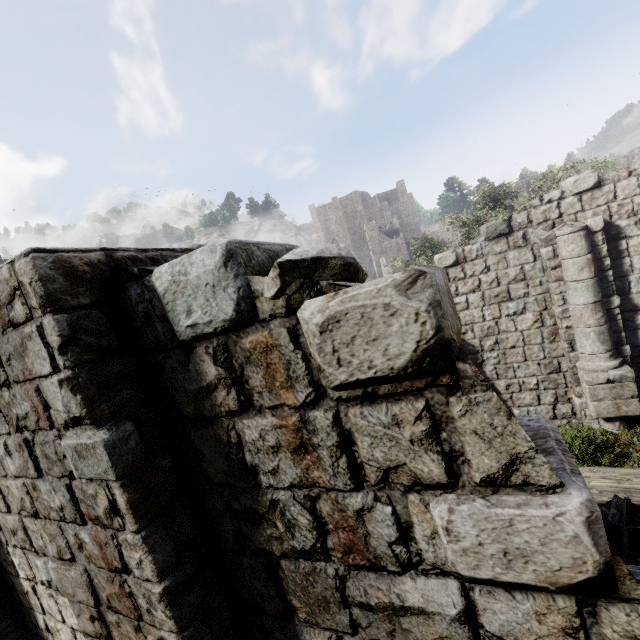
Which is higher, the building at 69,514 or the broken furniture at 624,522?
the building at 69,514

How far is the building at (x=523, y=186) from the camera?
40.59m

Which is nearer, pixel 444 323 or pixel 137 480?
pixel 444 323

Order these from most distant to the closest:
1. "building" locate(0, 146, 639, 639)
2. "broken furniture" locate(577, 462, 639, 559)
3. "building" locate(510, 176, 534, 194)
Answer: "building" locate(510, 176, 534, 194), "broken furniture" locate(577, 462, 639, 559), "building" locate(0, 146, 639, 639)

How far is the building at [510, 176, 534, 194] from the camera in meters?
40.6 m

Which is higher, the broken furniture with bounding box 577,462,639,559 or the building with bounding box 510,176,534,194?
the building with bounding box 510,176,534,194

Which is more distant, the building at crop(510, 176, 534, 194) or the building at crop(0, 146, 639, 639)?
the building at crop(510, 176, 534, 194)

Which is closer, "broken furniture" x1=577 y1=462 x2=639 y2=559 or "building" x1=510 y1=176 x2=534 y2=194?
"broken furniture" x1=577 y1=462 x2=639 y2=559
